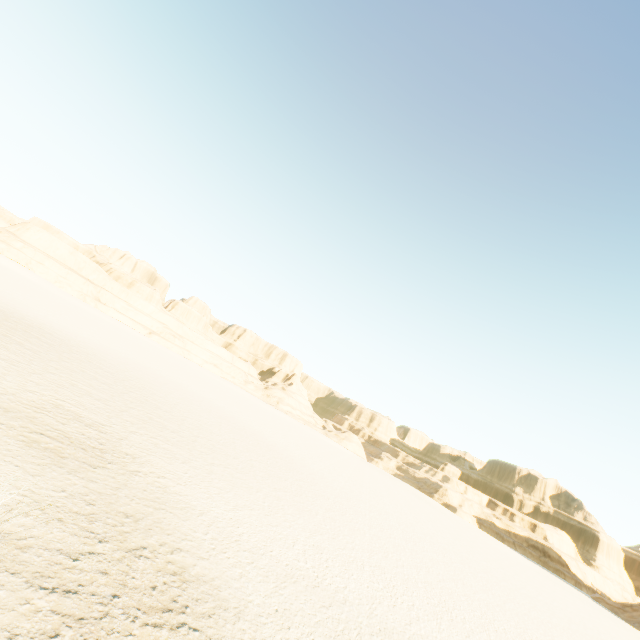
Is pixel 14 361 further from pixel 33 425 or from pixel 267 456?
pixel 267 456
